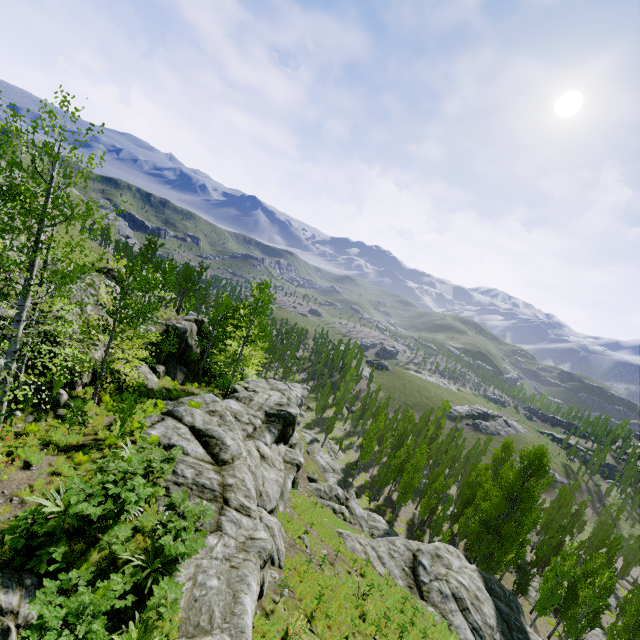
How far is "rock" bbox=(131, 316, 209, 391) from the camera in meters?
23.7 m

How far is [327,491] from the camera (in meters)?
34.31

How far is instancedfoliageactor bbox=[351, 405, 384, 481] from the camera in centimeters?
4747cm

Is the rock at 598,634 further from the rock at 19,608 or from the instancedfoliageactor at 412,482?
the rock at 19,608

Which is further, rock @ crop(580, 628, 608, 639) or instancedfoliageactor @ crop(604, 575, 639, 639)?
rock @ crop(580, 628, 608, 639)

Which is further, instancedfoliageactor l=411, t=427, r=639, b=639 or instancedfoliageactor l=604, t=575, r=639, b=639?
instancedfoliageactor l=411, t=427, r=639, b=639

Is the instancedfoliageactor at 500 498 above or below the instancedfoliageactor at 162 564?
below
